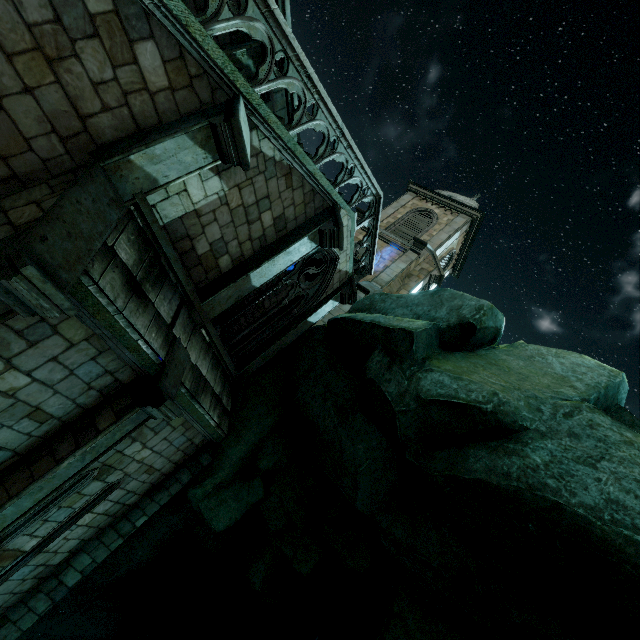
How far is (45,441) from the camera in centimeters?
517cm

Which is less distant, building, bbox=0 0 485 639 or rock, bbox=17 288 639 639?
building, bbox=0 0 485 639

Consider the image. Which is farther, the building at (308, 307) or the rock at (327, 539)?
the rock at (327, 539)
